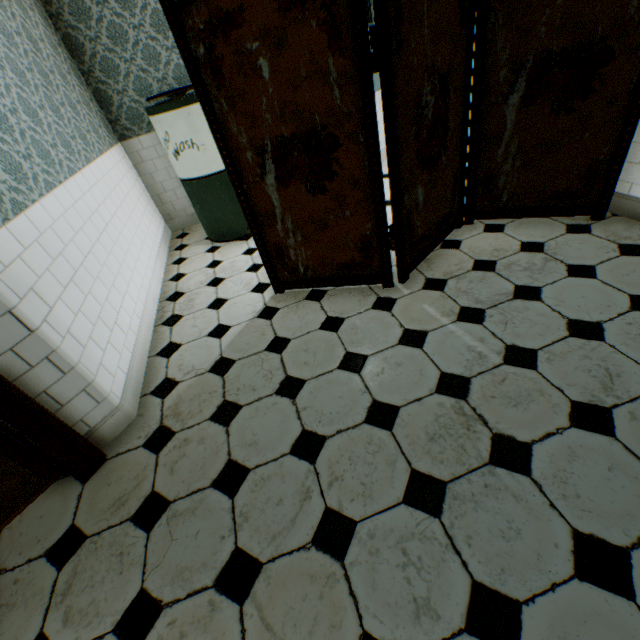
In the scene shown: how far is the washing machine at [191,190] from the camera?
3.0 meters

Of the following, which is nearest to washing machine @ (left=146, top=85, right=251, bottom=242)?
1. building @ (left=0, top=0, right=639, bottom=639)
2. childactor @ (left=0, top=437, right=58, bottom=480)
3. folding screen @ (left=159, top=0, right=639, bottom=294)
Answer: building @ (left=0, top=0, right=639, bottom=639)

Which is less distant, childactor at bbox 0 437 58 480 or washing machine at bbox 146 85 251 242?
childactor at bbox 0 437 58 480

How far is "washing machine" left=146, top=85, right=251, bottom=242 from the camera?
3.04m

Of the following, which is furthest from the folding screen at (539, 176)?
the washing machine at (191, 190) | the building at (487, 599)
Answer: the washing machine at (191, 190)

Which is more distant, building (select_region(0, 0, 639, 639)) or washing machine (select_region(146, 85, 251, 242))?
washing machine (select_region(146, 85, 251, 242))

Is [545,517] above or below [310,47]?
below

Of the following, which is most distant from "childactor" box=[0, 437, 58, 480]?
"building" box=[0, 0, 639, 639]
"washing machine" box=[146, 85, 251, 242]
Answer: "washing machine" box=[146, 85, 251, 242]
